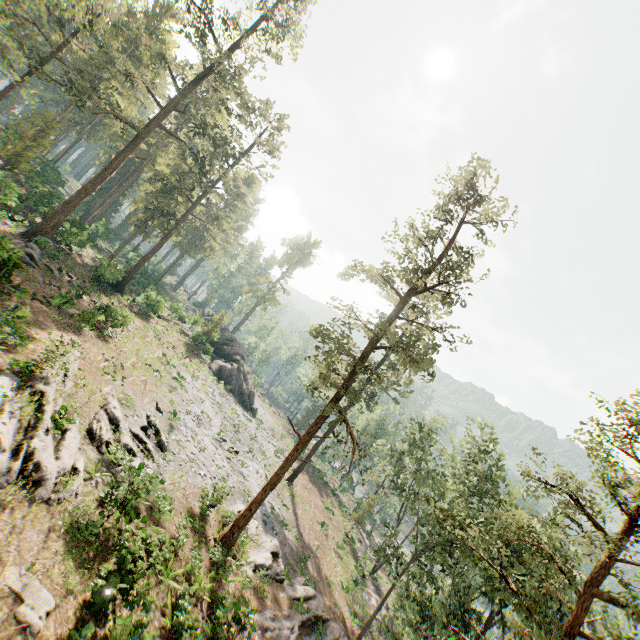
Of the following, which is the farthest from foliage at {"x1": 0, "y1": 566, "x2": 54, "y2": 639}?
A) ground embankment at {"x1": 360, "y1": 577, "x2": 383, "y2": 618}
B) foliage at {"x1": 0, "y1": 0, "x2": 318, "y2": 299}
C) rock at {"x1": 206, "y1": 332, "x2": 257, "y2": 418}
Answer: rock at {"x1": 206, "y1": 332, "x2": 257, "y2": 418}

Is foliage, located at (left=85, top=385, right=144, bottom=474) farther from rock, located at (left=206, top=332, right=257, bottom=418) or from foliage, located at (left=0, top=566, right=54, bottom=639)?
foliage, located at (left=0, top=566, right=54, bottom=639)

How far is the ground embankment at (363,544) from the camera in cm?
3990

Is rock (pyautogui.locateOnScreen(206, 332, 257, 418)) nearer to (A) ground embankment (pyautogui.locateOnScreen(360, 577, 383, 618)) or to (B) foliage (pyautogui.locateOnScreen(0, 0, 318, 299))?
(B) foliage (pyautogui.locateOnScreen(0, 0, 318, 299))

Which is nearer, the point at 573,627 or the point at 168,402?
the point at 573,627

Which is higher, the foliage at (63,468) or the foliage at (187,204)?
the foliage at (187,204)

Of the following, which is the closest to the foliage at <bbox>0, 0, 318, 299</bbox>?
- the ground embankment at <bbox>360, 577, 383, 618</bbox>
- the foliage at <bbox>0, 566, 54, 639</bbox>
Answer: the ground embankment at <bbox>360, 577, 383, 618</bbox>
